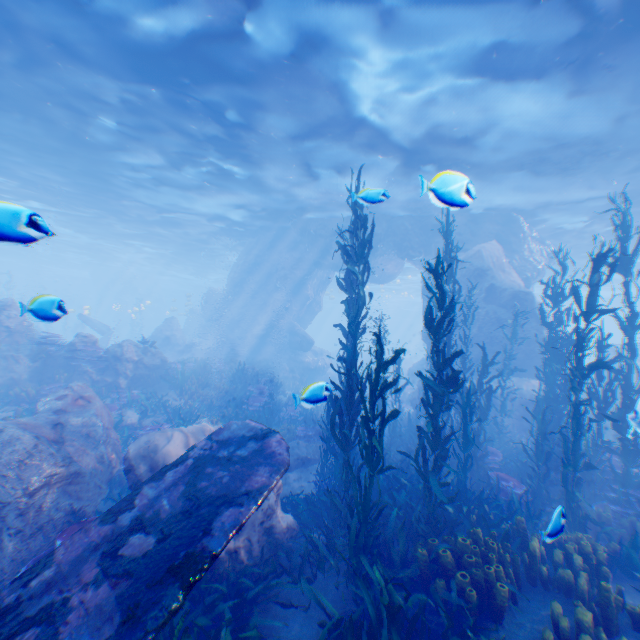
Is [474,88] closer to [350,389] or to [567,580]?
[350,389]

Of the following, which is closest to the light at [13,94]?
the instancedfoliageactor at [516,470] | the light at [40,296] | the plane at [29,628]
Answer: the instancedfoliageactor at [516,470]

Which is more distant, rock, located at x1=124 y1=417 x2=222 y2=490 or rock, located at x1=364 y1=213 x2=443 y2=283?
rock, located at x1=364 y1=213 x2=443 y2=283

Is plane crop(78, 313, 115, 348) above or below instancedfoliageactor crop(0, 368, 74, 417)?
above

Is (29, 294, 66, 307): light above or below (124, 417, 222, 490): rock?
above

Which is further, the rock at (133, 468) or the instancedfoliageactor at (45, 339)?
the instancedfoliageactor at (45, 339)

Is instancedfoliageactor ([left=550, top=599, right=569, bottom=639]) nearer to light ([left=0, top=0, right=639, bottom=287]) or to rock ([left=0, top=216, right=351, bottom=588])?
rock ([left=0, top=216, right=351, bottom=588])

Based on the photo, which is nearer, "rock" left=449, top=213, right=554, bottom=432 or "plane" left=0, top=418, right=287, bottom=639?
"plane" left=0, top=418, right=287, bottom=639
